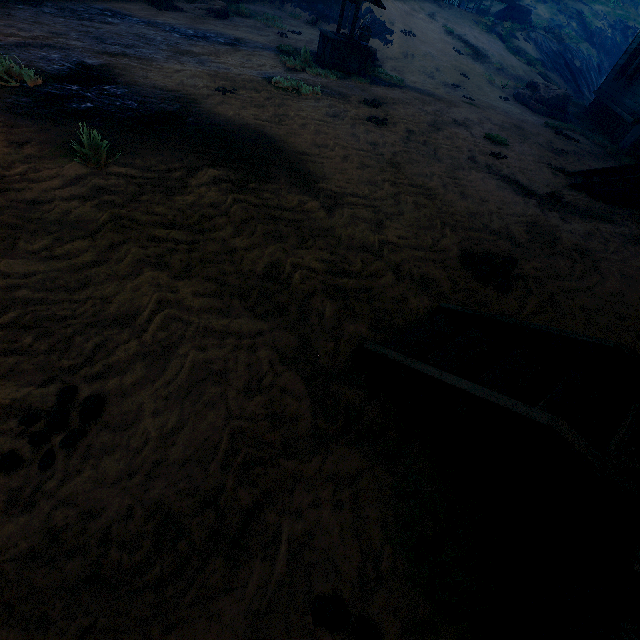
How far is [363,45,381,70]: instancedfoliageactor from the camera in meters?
11.8 m

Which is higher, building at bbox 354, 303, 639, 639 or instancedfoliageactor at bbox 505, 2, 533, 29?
instancedfoliageactor at bbox 505, 2, 533, 29

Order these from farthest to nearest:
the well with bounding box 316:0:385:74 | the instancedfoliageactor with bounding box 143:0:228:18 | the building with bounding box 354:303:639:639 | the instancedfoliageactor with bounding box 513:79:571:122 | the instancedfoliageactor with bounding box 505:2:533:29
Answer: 1. the instancedfoliageactor with bounding box 505:2:533:29
2. the instancedfoliageactor with bounding box 513:79:571:122
3. the instancedfoliageactor with bounding box 143:0:228:18
4. the well with bounding box 316:0:385:74
5. the building with bounding box 354:303:639:639

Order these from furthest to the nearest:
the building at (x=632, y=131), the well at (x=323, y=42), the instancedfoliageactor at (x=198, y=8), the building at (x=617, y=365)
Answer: the instancedfoliageactor at (x=198, y=8) → the well at (x=323, y=42) → the building at (x=632, y=131) → the building at (x=617, y=365)

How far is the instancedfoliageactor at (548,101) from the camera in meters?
14.7 m

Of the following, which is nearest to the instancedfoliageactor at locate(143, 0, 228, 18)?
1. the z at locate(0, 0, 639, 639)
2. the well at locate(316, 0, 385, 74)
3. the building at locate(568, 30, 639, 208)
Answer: the z at locate(0, 0, 639, 639)

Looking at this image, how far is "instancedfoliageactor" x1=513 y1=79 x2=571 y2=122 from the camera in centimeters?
1470cm

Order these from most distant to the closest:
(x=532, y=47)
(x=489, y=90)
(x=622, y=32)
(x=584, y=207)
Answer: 1. (x=622, y=32)
2. (x=532, y=47)
3. (x=489, y=90)
4. (x=584, y=207)
